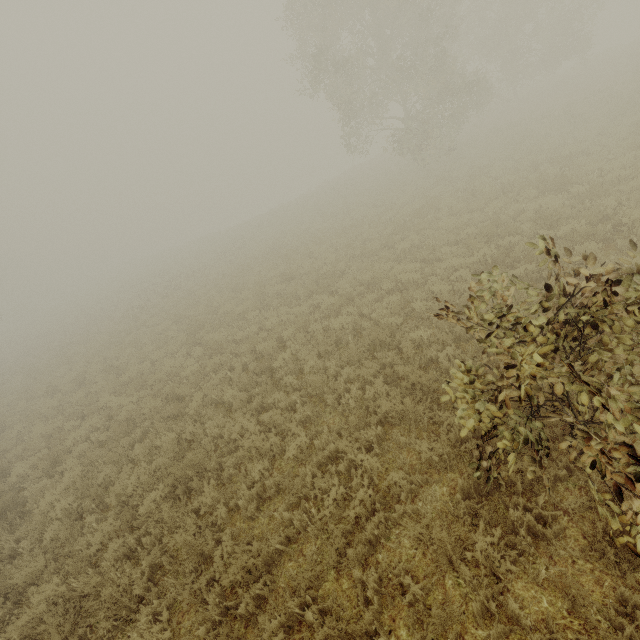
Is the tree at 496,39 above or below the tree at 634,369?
above

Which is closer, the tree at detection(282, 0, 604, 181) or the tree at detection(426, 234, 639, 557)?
the tree at detection(426, 234, 639, 557)

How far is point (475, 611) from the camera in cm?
330

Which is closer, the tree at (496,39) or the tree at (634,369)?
the tree at (634,369)

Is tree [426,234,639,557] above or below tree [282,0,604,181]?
below
